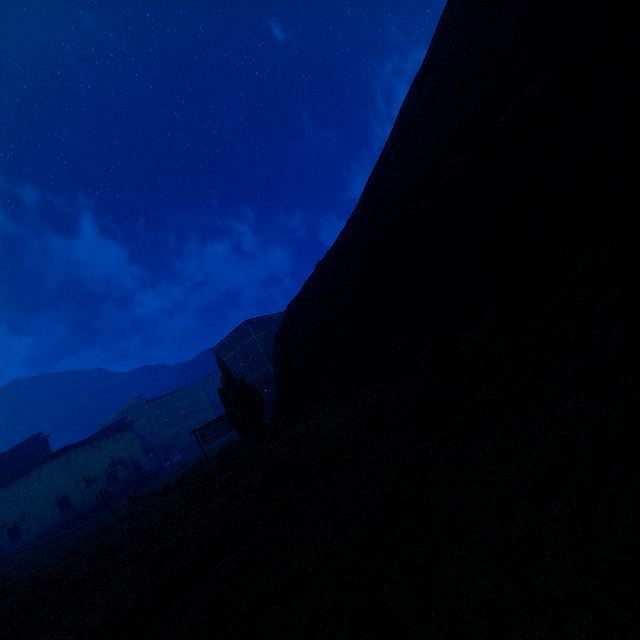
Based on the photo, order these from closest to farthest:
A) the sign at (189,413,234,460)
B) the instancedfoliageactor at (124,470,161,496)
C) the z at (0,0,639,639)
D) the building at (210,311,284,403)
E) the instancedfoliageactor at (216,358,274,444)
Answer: the z at (0,0,639,639), the instancedfoliageactor at (216,358,274,444), the sign at (189,413,234,460), the instancedfoliageactor at (124,470,161,496), the building at (210,311,284,403)

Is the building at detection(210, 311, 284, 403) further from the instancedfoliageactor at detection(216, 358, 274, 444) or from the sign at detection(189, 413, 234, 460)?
the instancedfoliageactor at detection(216, 358, 274, 444)

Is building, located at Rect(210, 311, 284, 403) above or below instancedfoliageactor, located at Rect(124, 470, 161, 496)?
above

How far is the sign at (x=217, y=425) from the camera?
21.4 meters

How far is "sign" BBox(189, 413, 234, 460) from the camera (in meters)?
21.38

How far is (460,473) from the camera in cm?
298

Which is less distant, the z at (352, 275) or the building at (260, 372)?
the z at (352, 275)

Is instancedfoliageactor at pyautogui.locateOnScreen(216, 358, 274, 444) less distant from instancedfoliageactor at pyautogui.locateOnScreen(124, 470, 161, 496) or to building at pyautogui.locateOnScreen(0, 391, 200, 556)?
building at pyautogui.locateOnScreen(0, 391, 200, 556)
